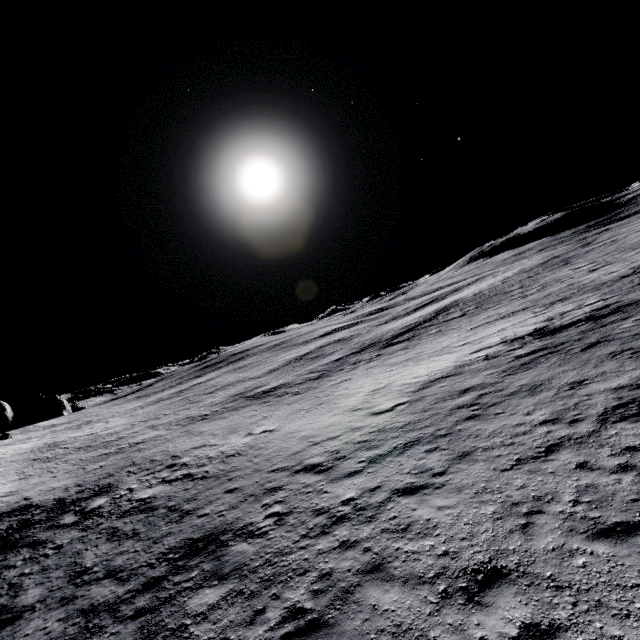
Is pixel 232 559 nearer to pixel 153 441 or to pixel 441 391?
pixel 441 391
